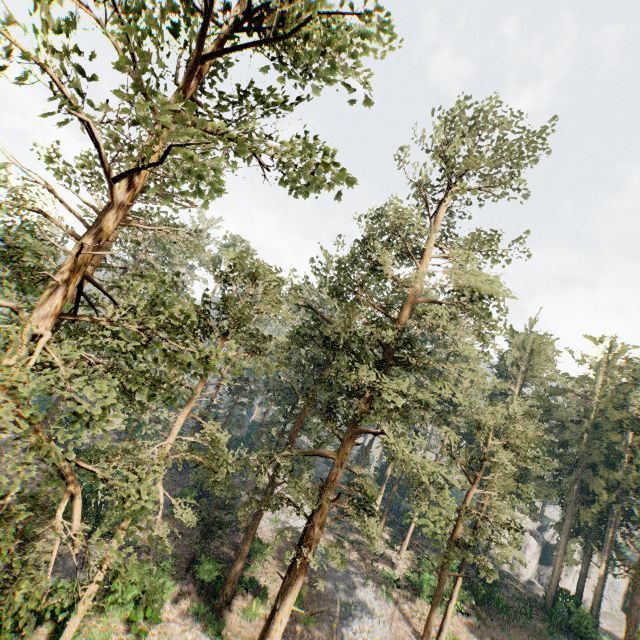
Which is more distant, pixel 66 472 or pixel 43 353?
pixel 66 472

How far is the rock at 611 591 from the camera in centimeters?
4419cm

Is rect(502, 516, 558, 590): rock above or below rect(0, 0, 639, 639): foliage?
below

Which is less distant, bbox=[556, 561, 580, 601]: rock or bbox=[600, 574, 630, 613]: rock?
bbox=[556, 561, 580, 601]: rock

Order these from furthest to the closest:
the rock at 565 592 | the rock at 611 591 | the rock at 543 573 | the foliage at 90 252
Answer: the rock at 543 573
the rock at 611 591
the rock at 565 592
the foliage at 90 252

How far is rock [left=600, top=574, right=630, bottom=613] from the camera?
44.2 meters
